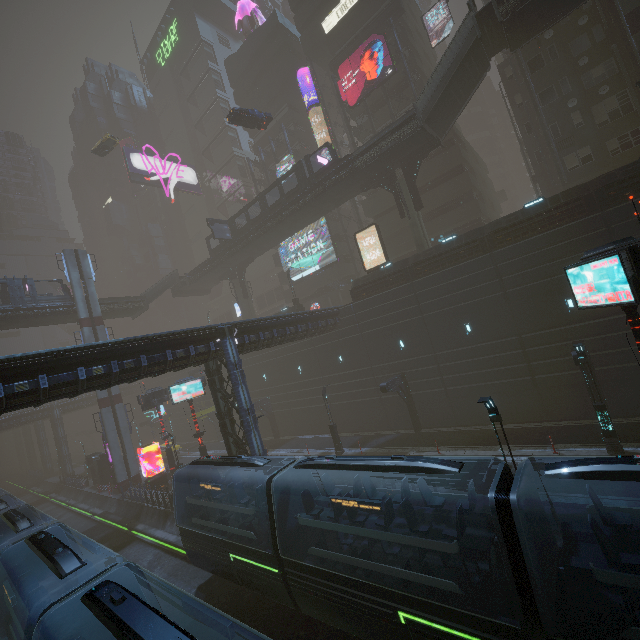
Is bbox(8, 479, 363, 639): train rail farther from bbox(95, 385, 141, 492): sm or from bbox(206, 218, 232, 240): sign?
bbox(206, 218, 232, 240): sign

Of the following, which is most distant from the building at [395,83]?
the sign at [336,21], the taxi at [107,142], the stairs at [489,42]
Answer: the stairs at [489,42]

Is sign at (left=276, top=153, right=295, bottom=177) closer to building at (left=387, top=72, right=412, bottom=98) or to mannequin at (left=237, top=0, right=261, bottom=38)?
building at (left=387, top=72, right=412, bottom=98)

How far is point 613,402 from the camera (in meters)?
19.19

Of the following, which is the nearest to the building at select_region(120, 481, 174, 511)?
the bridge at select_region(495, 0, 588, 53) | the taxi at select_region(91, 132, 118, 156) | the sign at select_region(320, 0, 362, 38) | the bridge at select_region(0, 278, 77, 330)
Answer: the sign at select_region(320, 0, 362, 38)

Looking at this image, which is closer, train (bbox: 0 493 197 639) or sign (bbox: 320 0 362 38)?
train (bbox: 0 493 197 639)

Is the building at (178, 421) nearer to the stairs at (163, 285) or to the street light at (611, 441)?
the street light at (611, 441)

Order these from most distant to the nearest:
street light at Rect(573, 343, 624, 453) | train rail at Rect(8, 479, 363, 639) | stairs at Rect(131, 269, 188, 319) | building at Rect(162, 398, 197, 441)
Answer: building at Rect(162, 398, 197, 441), stairs at Rect(131, 269, 188, 319), street light at Rect(573, 343, 624, 453), train rail at Rect(8, 479, 363, 639)
